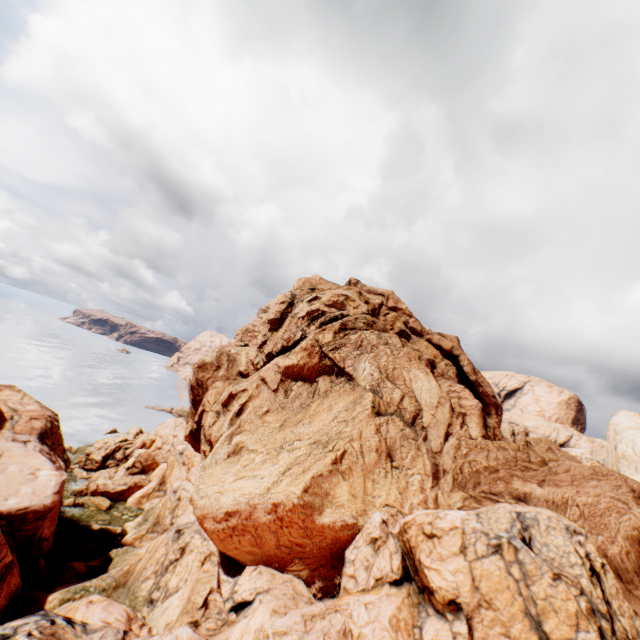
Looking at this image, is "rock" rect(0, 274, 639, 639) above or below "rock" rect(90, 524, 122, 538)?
above

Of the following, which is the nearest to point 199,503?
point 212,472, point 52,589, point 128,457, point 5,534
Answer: point 212,472

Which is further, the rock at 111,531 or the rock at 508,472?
the rock at 111,531

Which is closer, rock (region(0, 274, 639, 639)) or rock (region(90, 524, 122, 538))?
rock (region(0, 274, 639, 639))

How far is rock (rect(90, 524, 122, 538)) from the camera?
35.72m

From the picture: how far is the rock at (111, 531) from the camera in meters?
35.7 m
